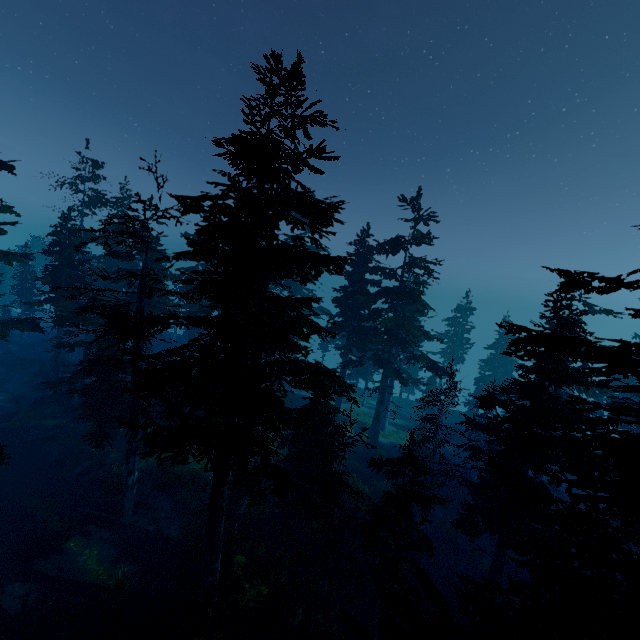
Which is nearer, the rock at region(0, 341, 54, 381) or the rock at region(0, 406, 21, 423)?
the rock at region(0, 406, 21, 423)

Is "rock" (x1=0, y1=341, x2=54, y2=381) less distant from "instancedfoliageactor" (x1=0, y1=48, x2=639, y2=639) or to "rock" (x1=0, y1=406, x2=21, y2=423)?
"instancedfoliageactor" (x1=0, y1=48, x2=639, y2=639)

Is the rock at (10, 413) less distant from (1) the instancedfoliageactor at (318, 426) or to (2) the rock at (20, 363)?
(1) the instancedfoliageactor at (318, 426)

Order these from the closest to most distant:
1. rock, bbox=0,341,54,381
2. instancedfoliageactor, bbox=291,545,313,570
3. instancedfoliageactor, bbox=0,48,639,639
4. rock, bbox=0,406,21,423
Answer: instancedfoliageactor, bbox=0,48,639,639 → instancedfoliageactor, bbox=291,545,313,570 → rock, bbox=0,406,21,423 → rock, bbox=0,341,54,381

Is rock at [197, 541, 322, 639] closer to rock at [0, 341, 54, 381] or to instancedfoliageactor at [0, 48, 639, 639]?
instancedfoliageactor at [0, 48, 639, 639]

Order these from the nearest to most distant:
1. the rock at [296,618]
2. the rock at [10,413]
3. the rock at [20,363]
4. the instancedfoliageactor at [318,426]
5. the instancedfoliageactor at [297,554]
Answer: the instancedfoliageactor at [318,426] → the rock at [296,618] → the instancedfoliageactor at [297,554] → the rock at [10,413] → the rock at [20,363]

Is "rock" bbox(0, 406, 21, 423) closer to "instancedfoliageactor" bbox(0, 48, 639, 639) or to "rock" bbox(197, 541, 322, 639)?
"instancedfoliageactor" bbox(0, 48, 639, 639)

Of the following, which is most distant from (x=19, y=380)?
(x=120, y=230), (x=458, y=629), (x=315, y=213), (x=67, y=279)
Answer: (x=458, y=629)
